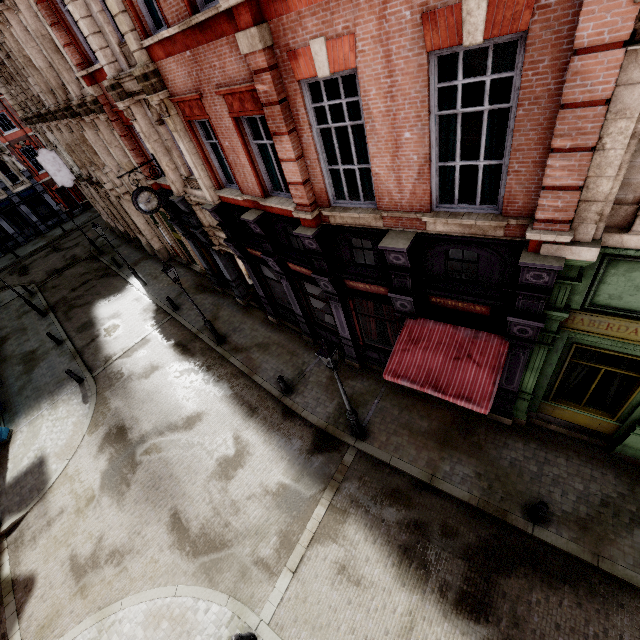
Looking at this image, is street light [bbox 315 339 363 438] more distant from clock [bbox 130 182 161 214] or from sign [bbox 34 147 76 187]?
sign [bbox 34 147 76 187]

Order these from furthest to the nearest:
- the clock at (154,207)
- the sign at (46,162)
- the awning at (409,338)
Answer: the sign at (46,162)
the clock at (154,207)
the awning at (409,338)

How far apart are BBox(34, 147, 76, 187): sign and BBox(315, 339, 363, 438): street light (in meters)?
24.48

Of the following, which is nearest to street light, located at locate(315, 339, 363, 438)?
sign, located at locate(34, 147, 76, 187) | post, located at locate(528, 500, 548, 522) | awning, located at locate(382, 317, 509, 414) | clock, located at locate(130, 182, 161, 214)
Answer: awning, located at locate(382, 317, 509, 414)

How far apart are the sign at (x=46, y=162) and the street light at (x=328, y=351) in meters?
24.5 m

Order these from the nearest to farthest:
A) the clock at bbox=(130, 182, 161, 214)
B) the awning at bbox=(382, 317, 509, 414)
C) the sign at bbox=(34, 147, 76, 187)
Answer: the awning at bbox=(382, 317, 509, 414) < the clock at bbox=(130, 182, 161, 214) < the sign at bbox=(34, 147, 76, 187)

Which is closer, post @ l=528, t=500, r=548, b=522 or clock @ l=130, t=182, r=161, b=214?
post @ l=528, t=500, r=548, b=522

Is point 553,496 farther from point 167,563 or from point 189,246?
point 189,246
